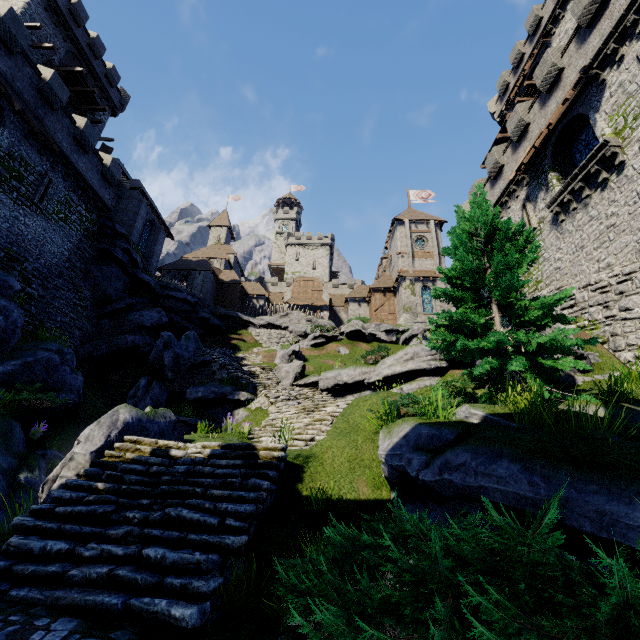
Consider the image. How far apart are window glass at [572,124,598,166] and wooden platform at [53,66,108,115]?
36.2 meters

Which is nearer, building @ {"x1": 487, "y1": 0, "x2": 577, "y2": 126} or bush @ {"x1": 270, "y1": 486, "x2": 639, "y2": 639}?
bush @ {"x1": 270, "y1": 486, "x2": 639, "y2": 639}

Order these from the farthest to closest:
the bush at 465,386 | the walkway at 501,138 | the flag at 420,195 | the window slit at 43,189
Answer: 1. the flag at 420,195
2. the walkway at 501,138
3. the window slit at 43,189
4. the bush at 465,386

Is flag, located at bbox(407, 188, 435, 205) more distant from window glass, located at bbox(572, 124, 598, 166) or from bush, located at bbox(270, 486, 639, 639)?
bush, located at bbox(270, 486, 639, 639)

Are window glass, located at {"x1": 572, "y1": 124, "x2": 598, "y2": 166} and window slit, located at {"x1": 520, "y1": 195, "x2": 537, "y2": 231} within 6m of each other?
yes

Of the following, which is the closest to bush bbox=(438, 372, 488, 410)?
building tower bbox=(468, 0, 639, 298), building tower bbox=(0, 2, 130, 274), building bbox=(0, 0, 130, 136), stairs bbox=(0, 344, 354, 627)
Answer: stairs bbox=(0, 344, 354, 627)

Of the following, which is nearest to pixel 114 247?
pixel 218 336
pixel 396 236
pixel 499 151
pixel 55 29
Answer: pixel 218 336

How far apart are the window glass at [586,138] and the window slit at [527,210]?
2.6m
